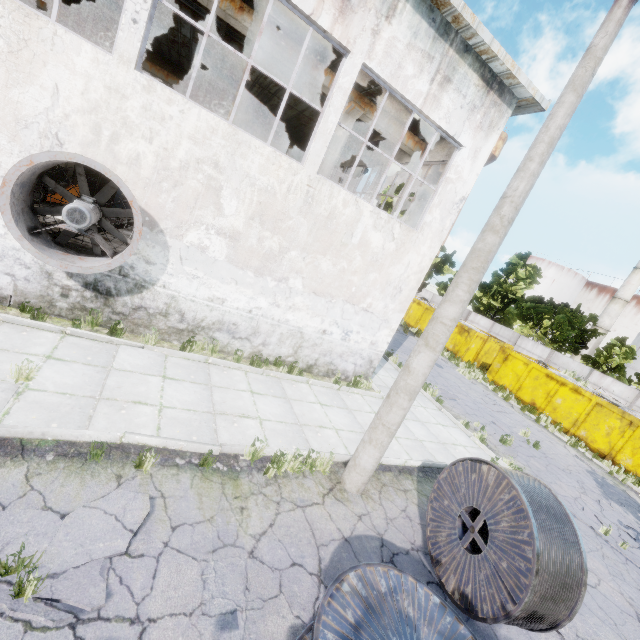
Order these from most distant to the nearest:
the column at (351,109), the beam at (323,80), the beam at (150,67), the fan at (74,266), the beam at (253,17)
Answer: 1. the beam at (150,67)
2. the column at (351,109)
3. the beam at (323,80)
4. the beam at (253,17)
5. the fan at (74,266)

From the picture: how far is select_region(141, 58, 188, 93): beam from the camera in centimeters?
1744cm

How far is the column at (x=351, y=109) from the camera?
10.1 meters

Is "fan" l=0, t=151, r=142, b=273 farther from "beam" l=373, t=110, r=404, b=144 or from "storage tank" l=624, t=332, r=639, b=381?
"storage tank" l=624, t=332, r=639, b=381

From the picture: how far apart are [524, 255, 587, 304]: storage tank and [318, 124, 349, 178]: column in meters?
60.7 m

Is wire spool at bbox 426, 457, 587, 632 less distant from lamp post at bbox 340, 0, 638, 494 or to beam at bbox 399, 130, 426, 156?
lamp post at bbox 340, 0, 638, 494

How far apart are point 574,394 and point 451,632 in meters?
19.1

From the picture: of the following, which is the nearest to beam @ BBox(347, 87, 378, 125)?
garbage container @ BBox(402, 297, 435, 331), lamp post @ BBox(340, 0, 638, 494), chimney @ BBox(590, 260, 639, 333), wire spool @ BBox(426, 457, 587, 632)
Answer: lamp post @ BBox(340, 0, 638, 494)
